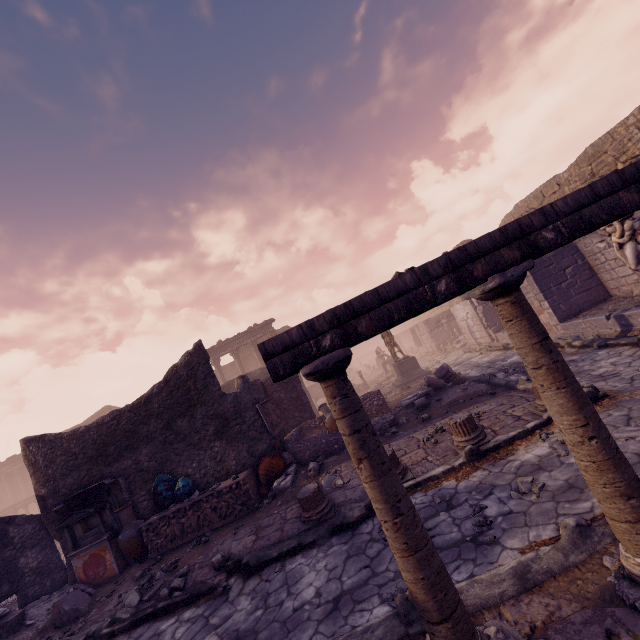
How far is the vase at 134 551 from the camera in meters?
7.6

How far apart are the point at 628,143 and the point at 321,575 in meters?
12.5 m

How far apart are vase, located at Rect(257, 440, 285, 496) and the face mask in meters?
1.7 m

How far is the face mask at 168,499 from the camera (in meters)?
8.10

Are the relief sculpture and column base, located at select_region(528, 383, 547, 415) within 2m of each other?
no

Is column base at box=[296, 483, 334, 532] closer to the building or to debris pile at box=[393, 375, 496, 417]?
debris pile at box=[393, 375, 496, 417]

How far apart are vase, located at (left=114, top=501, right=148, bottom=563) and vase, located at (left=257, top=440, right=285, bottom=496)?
→ 2.9m

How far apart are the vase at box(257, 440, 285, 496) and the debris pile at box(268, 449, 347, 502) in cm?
1
